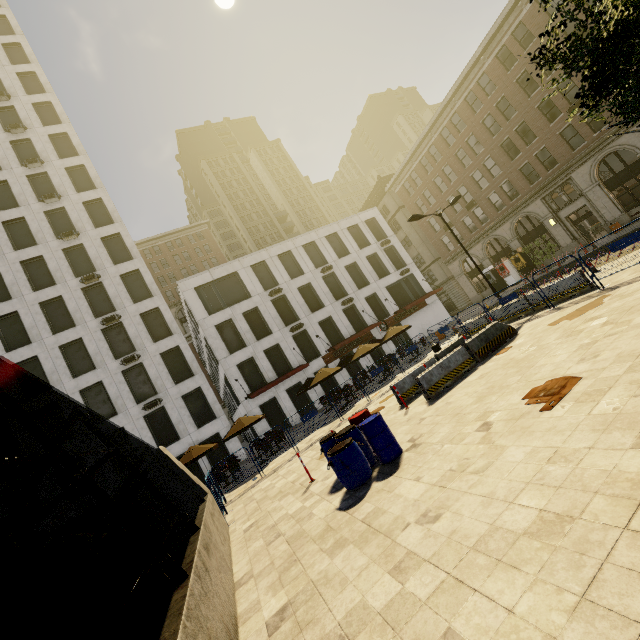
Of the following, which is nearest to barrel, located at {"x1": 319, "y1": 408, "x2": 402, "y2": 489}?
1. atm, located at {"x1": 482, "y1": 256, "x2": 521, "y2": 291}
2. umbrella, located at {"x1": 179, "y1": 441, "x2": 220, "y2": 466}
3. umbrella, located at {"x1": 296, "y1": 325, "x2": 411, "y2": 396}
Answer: umbrella, located at {"x1": 179, "y1": 441, "x2": 220, "y2": 466}

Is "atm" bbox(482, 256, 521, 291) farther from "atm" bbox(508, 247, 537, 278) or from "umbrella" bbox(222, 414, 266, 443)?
"umbrella" bbox(222, 414, 266, 443)

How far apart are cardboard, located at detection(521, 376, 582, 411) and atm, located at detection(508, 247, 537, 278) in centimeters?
3118cm

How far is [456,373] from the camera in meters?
11.1

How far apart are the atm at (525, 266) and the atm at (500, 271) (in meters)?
0.91

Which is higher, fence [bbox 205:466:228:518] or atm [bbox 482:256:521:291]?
fence [bbox 205:466:228:518]

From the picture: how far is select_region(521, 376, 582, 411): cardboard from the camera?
5.8 meters

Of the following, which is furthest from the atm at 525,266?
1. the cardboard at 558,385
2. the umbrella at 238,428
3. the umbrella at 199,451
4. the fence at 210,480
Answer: the umbrella at 199,451
